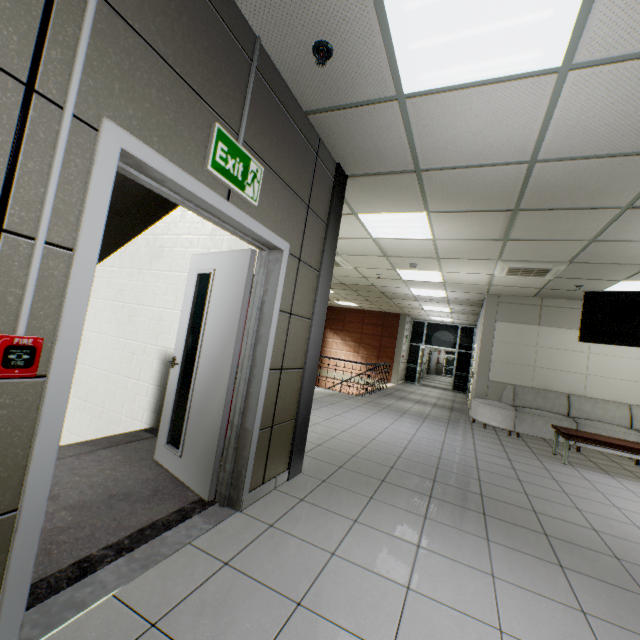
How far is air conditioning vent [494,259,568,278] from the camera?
5.3m

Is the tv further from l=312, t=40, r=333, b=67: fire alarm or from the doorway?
the doorway

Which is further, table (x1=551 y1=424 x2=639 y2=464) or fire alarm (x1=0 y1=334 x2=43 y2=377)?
table (x1=551 y1=424 x2=639 y2=464)

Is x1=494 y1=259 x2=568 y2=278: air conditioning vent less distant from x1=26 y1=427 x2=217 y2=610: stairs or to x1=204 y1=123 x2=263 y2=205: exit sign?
x1=26 y1=427 x2=217 y2=610: stairs

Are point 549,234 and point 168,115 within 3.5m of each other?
no

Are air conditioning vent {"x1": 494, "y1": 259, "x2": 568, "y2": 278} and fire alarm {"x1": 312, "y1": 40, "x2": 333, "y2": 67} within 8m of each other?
yes

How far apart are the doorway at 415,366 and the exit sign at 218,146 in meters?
14.5

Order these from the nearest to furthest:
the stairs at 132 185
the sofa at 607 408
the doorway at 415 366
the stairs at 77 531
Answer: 1. the stairs at 77 531
2. the stairs at 132 185
3. the sofa at 607 408
4. the doorway at 415 366
